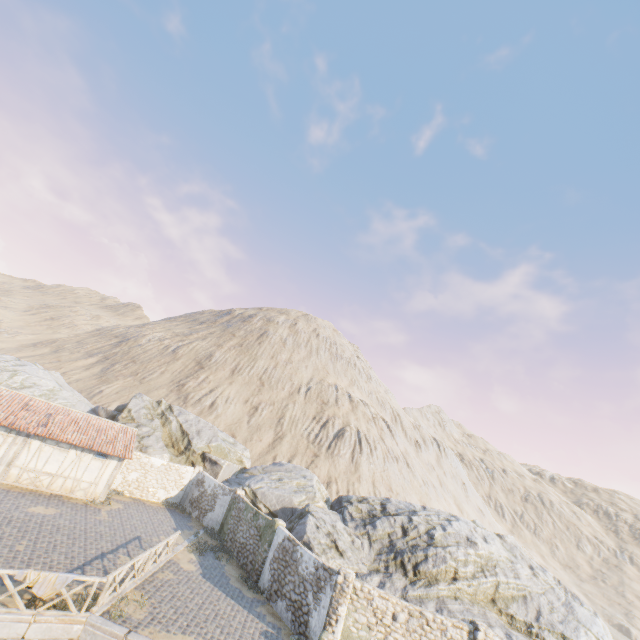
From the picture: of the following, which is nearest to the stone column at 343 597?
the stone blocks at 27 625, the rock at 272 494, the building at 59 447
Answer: the stone blocks at 27 625

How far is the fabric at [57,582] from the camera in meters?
9.9 m

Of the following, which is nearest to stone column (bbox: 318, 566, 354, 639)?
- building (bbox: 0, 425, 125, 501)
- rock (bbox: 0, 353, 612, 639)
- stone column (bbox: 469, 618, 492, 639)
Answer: rock (bbox: 0, 353, 612, 639)

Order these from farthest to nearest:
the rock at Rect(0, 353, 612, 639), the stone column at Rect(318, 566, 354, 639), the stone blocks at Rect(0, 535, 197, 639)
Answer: the rock at Rect(0, 353, 612, 639), the stone column at Rect(318, 566, 354, 639), the stone blocks at Rect(0, 535, 197, 639)

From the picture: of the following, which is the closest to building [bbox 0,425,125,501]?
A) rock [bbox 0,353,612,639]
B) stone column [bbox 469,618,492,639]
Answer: rock [bbox 0,353,612,639]

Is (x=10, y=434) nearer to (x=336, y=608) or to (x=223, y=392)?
(x=336, y=608)

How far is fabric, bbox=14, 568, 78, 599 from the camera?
9.9m

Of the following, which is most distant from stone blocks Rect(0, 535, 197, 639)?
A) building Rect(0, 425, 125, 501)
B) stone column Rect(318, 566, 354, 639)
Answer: stone column Rect(318, 566, 354, 639)
